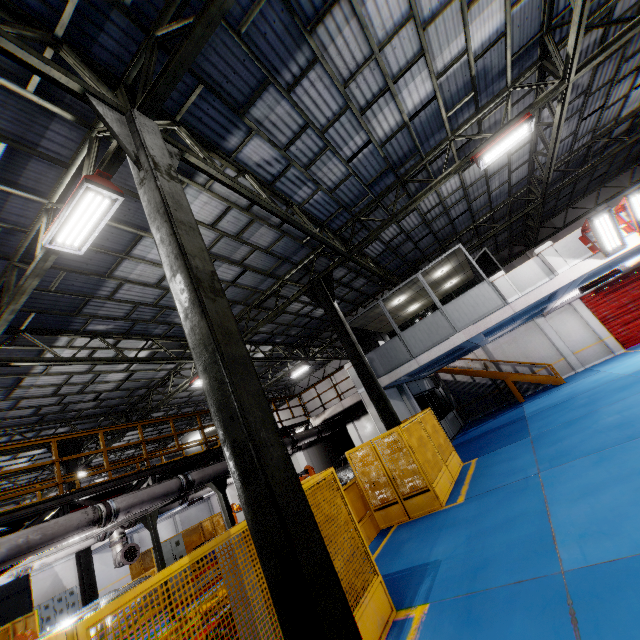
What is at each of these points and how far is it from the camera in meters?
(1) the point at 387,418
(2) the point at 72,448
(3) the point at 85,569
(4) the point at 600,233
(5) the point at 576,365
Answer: (1) metal pole, 10.0 m
(2) metal pole, 14.8 m
(3) metal pole, 12.9 m
(4) light, 10.1 m
(5) cement column, 19.7 m

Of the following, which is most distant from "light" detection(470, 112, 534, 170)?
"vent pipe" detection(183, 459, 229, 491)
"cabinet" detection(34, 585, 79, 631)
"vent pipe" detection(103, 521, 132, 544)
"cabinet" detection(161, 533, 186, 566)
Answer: "cabinet" detection(34, 585, 79, 631)

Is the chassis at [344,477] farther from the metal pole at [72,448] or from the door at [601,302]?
the door at [601,302]

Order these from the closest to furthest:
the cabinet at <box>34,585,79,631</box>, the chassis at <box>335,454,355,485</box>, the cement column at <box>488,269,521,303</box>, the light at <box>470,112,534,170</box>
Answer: the light at <box>470,112,534,170</box>
the cement column at <box>488,269,521,303</box>
the chassis at <box>335,454,355,485</box>
the cabinet at <box>34,585,79,631</box>

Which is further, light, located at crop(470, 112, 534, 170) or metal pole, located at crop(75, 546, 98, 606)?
metal pole, located at crop(75, 546, 98, 606)

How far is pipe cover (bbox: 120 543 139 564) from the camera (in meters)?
10.22

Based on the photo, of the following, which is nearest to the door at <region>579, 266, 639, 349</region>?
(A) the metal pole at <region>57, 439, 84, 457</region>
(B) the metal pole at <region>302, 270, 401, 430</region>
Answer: (B) the metal pole at <region>302, 270, 401, 430</region>

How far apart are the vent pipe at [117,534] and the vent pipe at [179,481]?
3.6m
